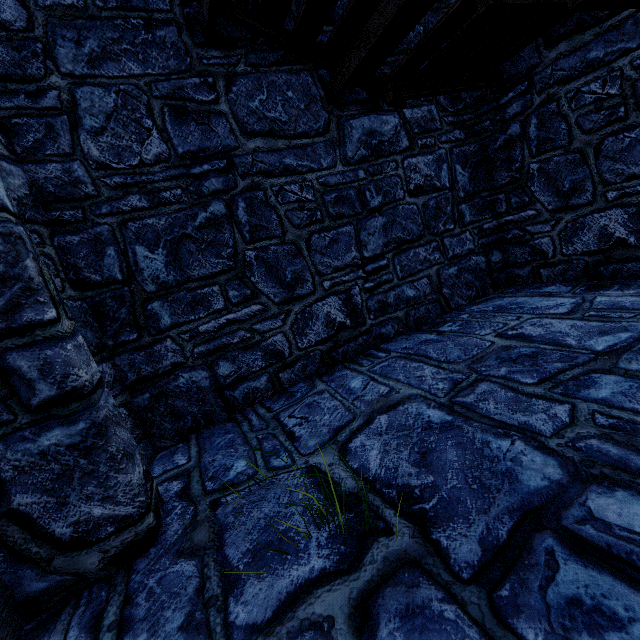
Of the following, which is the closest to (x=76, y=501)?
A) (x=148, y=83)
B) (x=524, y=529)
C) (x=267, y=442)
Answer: (x=267, y=442)
